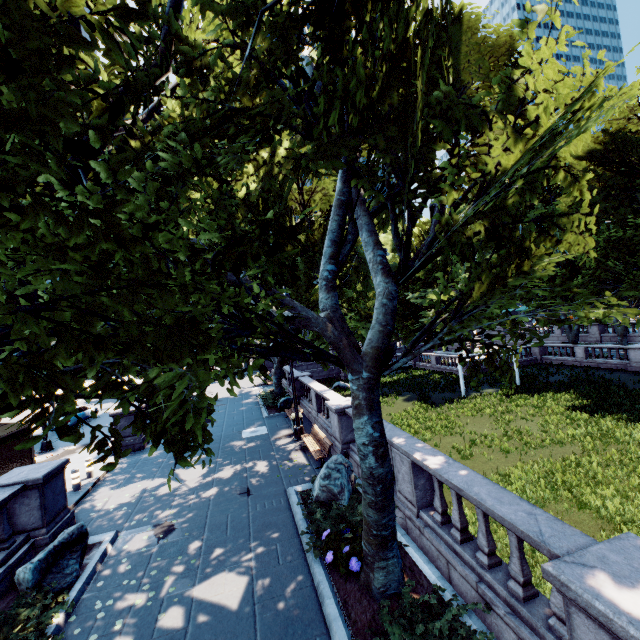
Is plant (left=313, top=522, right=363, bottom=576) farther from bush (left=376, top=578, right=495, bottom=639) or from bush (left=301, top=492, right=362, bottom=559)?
bush (left=376, top=578, right=495, bottom=639)

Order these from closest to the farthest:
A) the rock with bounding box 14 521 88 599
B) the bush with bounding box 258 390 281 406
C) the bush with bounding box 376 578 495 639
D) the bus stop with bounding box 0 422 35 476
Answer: the bush with bounding box 376 578 495 639, the rock with bounding box 14 521 88 599, the bus stop with bounding box 0 422 35 476, the bush with bounding box 258 390 281 406

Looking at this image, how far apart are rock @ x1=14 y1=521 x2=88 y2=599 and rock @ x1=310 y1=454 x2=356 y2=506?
5.8m

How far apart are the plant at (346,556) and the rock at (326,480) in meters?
1.5 m

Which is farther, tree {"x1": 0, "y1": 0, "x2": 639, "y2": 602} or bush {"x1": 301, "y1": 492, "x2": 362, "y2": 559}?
bush {"x1": 301, "y1": 492, "x2": 362, "y2": 559}

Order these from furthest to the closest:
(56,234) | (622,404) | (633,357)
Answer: (633,357) → (622,404) → (56,234)

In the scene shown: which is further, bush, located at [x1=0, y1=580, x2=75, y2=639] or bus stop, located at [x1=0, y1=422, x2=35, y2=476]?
bus stop, located at [x1=0, y1=422, x2=35, y2=476]

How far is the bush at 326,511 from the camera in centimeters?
737cm
